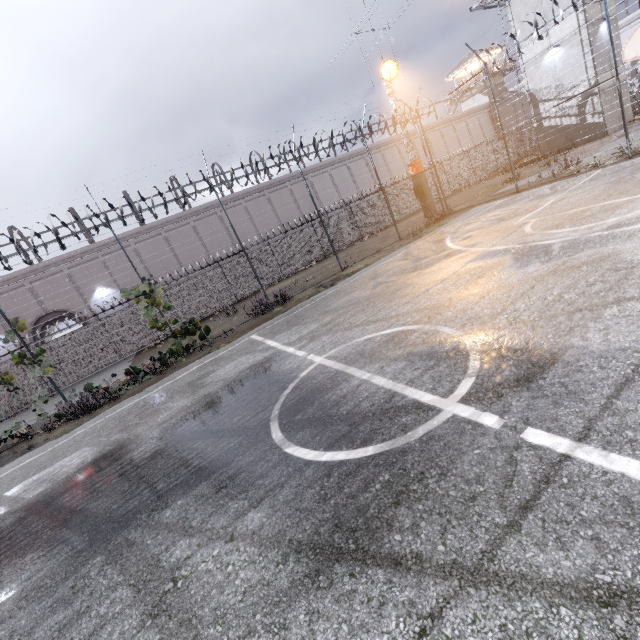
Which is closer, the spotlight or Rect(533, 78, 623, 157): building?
the spotlight

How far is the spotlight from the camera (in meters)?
18.29

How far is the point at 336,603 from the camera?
2.1m

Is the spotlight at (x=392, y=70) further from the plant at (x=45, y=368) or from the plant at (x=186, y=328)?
the plant at (x=45, y=368)

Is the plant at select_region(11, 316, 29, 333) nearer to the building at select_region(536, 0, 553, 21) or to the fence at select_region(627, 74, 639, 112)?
the fence at select_region(627, 74, 639, 112)

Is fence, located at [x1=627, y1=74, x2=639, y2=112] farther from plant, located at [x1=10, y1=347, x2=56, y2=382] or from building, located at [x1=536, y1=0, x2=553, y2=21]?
building, located at [x1=536, y1=0, x2=553, y2=21]

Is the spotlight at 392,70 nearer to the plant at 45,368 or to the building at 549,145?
the building at 549,145

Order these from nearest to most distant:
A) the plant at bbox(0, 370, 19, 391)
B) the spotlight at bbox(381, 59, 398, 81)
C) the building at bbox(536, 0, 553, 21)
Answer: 1. the plant at bbox(0, 370, 19, 391)
2. the spotlight at bbox(381, 59, 398, 81)
3. the building at bbox(536, 0, 553, 21)
